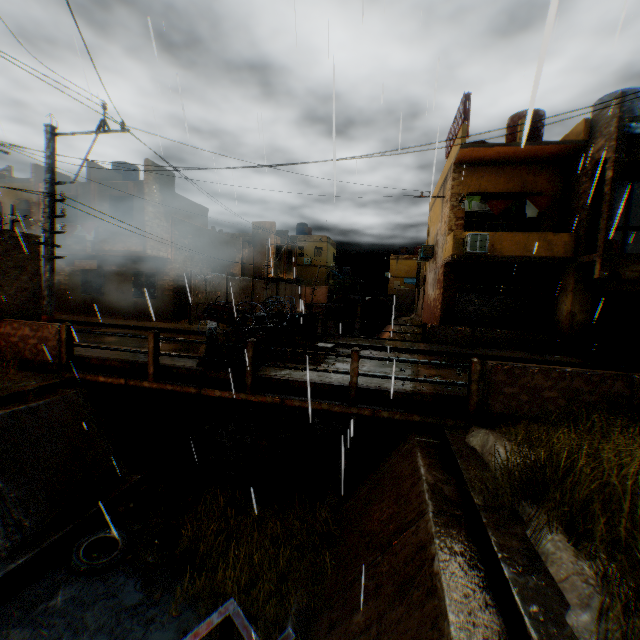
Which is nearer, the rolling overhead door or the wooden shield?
the wooden shield

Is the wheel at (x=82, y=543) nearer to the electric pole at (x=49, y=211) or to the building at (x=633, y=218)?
the electric pole at (x=49, y=211)

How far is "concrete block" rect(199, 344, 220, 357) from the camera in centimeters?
805cm

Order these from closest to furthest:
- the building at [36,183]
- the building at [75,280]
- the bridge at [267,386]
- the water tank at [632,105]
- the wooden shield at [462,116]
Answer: the bridge at [267,386] → the water tank at [632,105] → the wooden shield at [462,116] → the building at [75,280] → the building at [36,183]

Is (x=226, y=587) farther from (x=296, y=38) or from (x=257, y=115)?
(x=296, y=38)

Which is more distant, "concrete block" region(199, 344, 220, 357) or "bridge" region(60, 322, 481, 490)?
"concrete block" region(199, 344, 220, 357)

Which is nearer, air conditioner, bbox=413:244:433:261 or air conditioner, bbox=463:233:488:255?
air conditioner, bbox=463:233:488:255

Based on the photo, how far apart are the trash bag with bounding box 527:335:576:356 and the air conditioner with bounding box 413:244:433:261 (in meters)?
7.46
